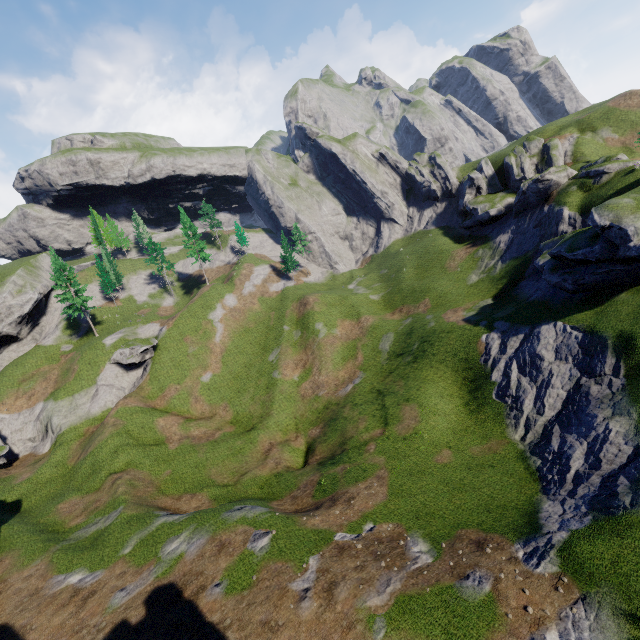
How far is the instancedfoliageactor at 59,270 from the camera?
54.9 meters

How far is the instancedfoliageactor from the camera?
54.9m

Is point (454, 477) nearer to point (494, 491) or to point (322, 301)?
point (494, 491)
